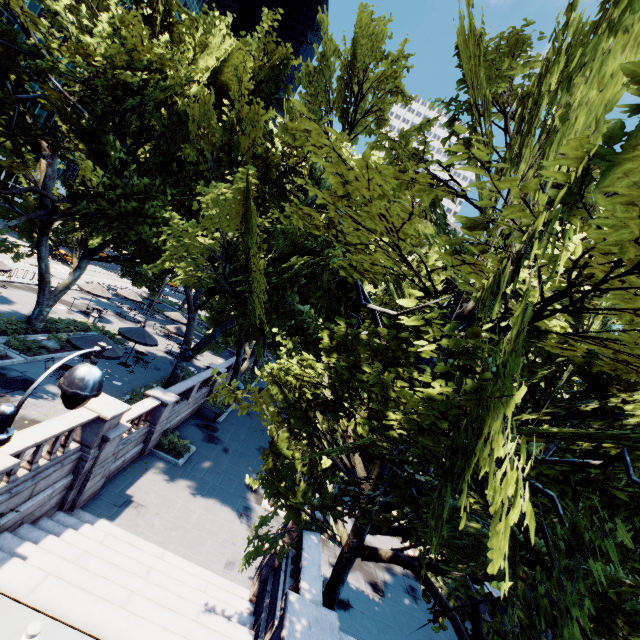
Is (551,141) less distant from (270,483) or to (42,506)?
(270,483)

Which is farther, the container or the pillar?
the container

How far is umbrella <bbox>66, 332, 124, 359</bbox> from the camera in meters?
16.8 m

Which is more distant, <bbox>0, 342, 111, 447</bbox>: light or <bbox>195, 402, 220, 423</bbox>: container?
<bbox>195, 402, 220, 423</bbox>: container

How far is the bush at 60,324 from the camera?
21.2 meters

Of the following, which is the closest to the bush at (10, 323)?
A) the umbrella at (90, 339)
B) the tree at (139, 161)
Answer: the tree at (139, 161)

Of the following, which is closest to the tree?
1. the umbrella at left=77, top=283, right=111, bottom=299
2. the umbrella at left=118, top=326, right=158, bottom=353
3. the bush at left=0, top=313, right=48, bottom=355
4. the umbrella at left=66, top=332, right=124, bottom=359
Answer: the bush at left=0, top=313, right=48, bottom=355

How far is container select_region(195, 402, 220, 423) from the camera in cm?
2458
